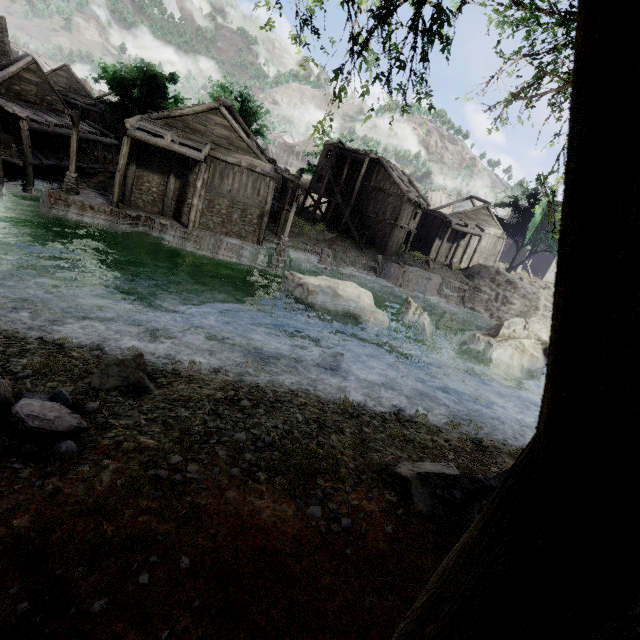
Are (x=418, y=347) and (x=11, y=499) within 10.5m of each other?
no

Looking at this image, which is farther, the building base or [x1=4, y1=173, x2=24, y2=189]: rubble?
[x1=4, y1=173, x2=24, y2=189]: rubble

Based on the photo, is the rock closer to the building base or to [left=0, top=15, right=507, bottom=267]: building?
[left=0, top=15, right=507, bottom=267]: building

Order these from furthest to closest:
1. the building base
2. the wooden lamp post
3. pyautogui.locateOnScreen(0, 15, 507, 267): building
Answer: pyautogui.locateOnScreen(0, 15, 507, 267): building
the building base
the wooden lamp post

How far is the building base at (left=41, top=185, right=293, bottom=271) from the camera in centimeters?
1992cm

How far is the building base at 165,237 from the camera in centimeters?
1992cm

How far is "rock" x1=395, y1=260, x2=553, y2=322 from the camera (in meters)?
34.00

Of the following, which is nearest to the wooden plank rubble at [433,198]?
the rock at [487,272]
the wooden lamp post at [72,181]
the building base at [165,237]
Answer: the rock at [487,272]
